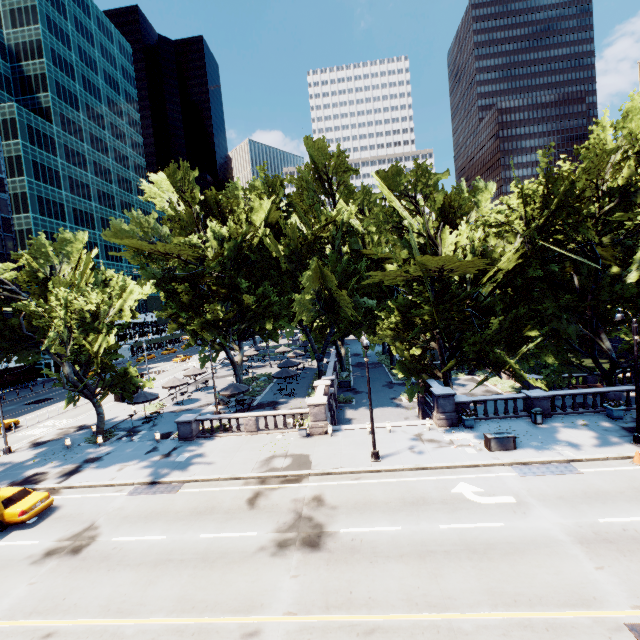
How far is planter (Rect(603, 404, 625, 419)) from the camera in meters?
20.8 m

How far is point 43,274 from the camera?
25.5m

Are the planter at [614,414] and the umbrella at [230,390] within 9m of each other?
no

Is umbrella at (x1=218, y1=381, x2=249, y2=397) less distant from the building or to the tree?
the tree

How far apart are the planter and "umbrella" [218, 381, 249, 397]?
26.9m

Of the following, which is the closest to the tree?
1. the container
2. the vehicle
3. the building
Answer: the container

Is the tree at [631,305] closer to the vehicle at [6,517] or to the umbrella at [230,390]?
the umbrella at [230,390]

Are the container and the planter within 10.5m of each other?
yes
